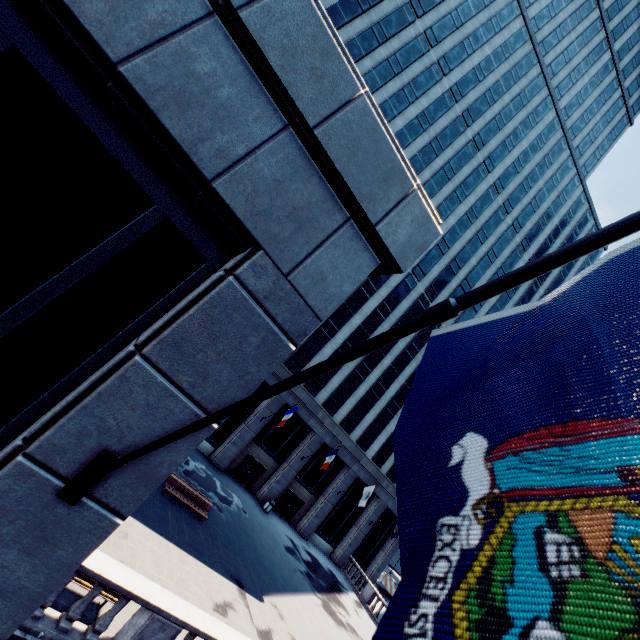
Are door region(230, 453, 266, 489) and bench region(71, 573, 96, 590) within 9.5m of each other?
no

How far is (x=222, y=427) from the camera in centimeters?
2809cm

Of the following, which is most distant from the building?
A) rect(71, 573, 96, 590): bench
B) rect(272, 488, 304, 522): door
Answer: rect(71, 573, 96, 590): bench

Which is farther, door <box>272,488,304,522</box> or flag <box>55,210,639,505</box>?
door <box>272,488,304,522</box>

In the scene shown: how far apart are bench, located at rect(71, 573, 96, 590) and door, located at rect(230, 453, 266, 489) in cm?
2059

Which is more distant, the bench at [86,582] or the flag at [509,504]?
the bench at [86,582]

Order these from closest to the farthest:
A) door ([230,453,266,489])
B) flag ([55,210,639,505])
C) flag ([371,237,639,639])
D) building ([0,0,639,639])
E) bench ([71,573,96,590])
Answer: flag ([371,237,639,639]), flag ([55,210,639,505]), building ([0,0,639,639]), bench ([71,573,96,590]), door ([230,453,266,489])

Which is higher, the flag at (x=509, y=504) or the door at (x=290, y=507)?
the flag at (x=509, y=504)
